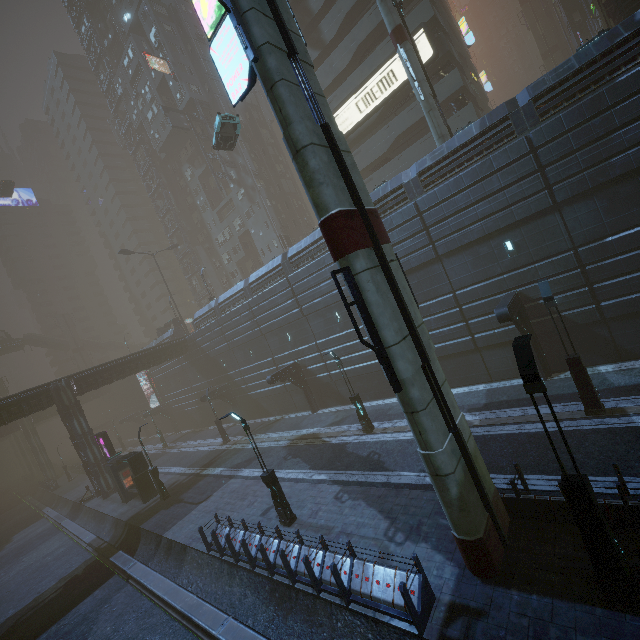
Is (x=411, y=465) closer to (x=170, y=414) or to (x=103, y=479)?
(x=103, y=479)

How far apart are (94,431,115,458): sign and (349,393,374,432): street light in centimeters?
2268cm

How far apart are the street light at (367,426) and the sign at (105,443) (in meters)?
22.68

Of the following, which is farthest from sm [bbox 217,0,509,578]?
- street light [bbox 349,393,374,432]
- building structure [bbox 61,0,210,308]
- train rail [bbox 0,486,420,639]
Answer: building structure [bbox 61,0,210,308]

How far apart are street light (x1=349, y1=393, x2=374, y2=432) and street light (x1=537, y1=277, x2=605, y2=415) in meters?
10.6 m

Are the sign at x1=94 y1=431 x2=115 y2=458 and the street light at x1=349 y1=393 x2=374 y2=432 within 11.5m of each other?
no

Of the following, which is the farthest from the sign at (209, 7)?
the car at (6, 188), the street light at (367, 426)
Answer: the car at (6, 188)

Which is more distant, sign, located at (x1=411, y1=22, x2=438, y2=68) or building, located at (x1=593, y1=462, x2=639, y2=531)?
sign, located at (x1=411, y1=22, x2=438, y2=68)
